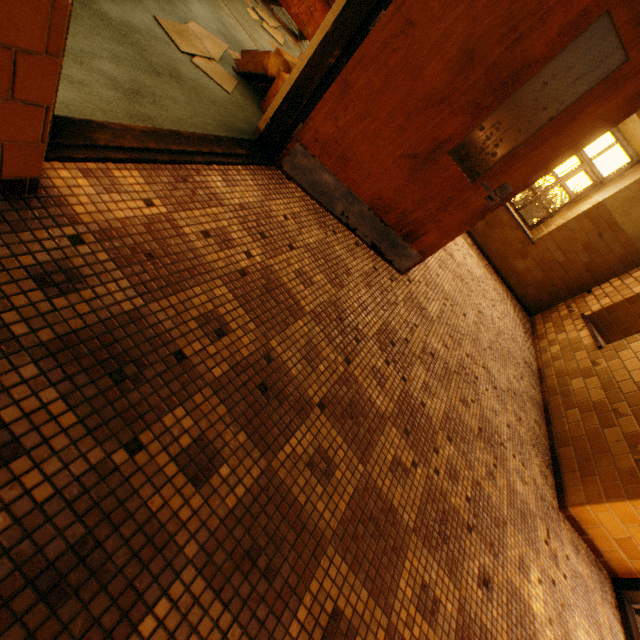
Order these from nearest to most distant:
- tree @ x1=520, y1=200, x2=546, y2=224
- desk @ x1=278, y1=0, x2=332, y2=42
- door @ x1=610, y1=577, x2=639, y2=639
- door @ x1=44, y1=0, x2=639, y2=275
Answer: door @ x1=44, y1=0, x2=639, y2=275 → door @ x1=610, y1=577, x2=639, y2=639 → desk @ x1=278, y1=0, x2=332, y2=42 → tree @ x1=520, y1=200, x2=546, y2=224

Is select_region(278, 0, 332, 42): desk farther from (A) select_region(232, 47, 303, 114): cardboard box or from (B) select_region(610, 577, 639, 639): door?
(B) select_region(610, 577, 639, 639): door

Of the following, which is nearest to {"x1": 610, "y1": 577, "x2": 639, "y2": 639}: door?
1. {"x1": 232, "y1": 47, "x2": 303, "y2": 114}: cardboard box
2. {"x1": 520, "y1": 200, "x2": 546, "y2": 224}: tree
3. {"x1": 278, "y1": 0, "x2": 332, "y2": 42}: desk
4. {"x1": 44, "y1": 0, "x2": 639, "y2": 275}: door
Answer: {"x1": 44, "y1": 0, "x2": 639, "y2": 275}: door

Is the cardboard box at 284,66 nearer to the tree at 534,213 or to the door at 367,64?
the door at 367,64

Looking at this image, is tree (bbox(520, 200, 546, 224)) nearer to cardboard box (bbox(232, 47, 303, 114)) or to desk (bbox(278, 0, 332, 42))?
desk (bbox(278, 0, 332, 42))

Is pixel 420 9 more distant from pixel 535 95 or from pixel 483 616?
pixel 535 95

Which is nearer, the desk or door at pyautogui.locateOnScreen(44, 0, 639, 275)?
door at pyautogui.locateOnScreen(44, 0, 639, 275)

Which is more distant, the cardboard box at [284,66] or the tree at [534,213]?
the tree at [534,213]
